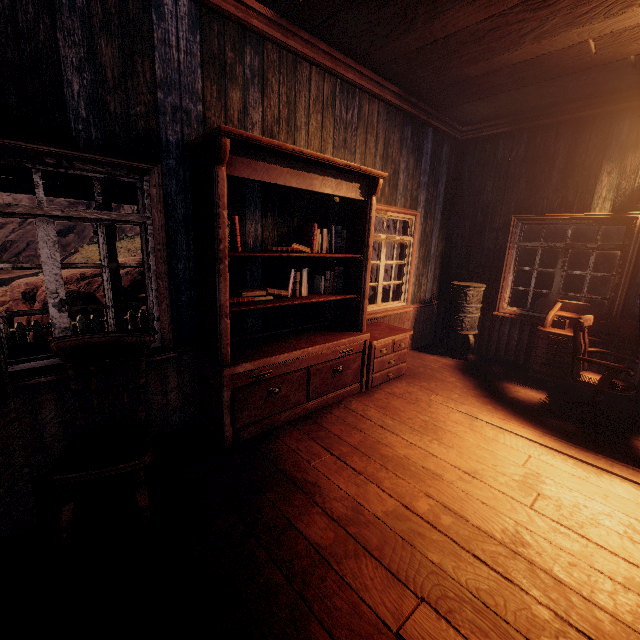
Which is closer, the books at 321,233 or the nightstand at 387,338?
the books at 321,233

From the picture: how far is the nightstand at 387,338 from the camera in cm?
421

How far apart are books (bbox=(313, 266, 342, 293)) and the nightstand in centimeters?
78cm

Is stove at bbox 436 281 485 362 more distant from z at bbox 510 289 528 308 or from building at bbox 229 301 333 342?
z at bbox 510 289 528 308

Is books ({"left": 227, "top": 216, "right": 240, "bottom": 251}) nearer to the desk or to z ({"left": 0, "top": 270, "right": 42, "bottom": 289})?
the desk

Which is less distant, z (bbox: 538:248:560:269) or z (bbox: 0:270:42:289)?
z (bbox: 538:248:560:269)

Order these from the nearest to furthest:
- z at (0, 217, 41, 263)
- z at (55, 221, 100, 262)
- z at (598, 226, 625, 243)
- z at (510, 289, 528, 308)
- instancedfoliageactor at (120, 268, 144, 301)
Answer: instancedfoliageactor at (120, 268, 144, 301)
z at (510, 289, 528, 308)
z at (598, 226, 625, 243)
z at (55, 221, 100, 262)
z at (0, 217, 41, 263)

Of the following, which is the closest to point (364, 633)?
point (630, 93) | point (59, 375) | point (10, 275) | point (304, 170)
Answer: point (59, 375)
